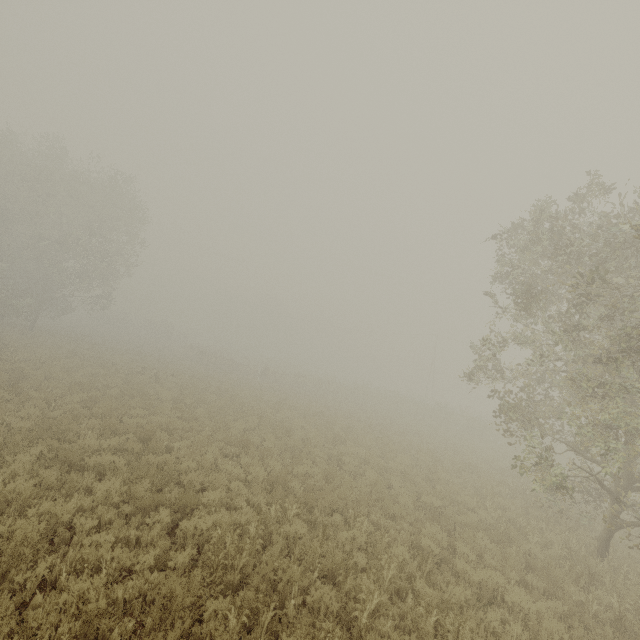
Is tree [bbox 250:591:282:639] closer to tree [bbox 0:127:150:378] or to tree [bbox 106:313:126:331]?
tree [bbox 0:127:150:378]

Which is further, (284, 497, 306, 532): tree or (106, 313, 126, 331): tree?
(106, 313, 126, 331): tree

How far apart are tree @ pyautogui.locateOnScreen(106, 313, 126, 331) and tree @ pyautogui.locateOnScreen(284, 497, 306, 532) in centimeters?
6208cm

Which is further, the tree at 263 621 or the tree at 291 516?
the tree at 291 516

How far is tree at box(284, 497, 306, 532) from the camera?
7.3m

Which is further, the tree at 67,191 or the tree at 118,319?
the tree at 118,319

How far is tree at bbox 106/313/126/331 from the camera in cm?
5790

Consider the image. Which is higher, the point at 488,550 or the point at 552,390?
the point at 552,390
